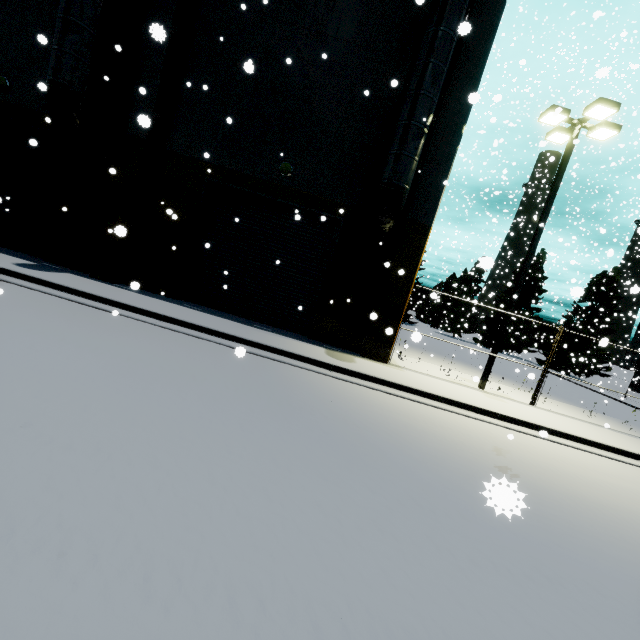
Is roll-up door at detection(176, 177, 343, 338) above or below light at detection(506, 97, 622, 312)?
below

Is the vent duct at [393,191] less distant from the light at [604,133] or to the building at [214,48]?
the building at [214,48]

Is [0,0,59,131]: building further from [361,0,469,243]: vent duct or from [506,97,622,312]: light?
[506,97,622,312]: light

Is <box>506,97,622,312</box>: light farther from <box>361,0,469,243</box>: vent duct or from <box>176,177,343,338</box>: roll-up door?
<box>176,177,343,338</box>: roll-up door

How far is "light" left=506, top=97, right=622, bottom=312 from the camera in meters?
9.9

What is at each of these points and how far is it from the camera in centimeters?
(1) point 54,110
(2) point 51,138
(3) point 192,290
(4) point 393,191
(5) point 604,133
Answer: (1) vent duct, 930cm
(2) roll-up door, 1153cm
(3) roll-up door, 1202cm
(4) vent duct, 924cm
(5) light, 1089cm

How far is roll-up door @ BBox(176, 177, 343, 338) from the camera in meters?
11.6 m
